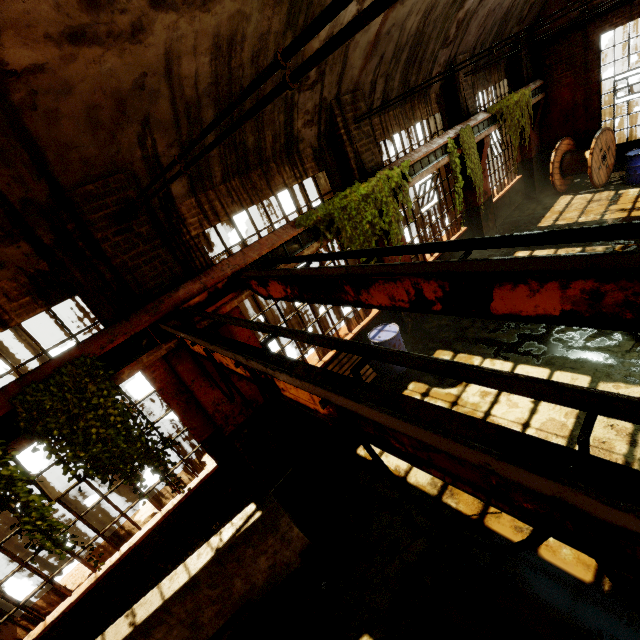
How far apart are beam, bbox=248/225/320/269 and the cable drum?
10.68m

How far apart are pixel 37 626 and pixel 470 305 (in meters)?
6.82

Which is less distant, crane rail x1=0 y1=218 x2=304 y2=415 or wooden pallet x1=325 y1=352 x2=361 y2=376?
crane rail x1=0 y1=218 x2=304 y2=415

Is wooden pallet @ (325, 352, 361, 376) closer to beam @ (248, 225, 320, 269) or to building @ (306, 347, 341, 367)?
building @ (306, 347, 341, 367)

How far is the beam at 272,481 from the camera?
5.53m

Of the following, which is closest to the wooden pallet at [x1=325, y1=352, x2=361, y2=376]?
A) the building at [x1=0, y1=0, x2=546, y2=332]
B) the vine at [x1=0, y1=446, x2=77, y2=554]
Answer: the building at [x1=0, y1=0, x2=546, y2=332]

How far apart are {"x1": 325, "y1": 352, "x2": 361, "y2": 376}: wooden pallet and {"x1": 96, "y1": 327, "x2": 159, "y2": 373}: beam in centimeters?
326cm

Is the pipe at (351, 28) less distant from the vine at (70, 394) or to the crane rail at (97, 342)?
the crane rail at (97, 342)
